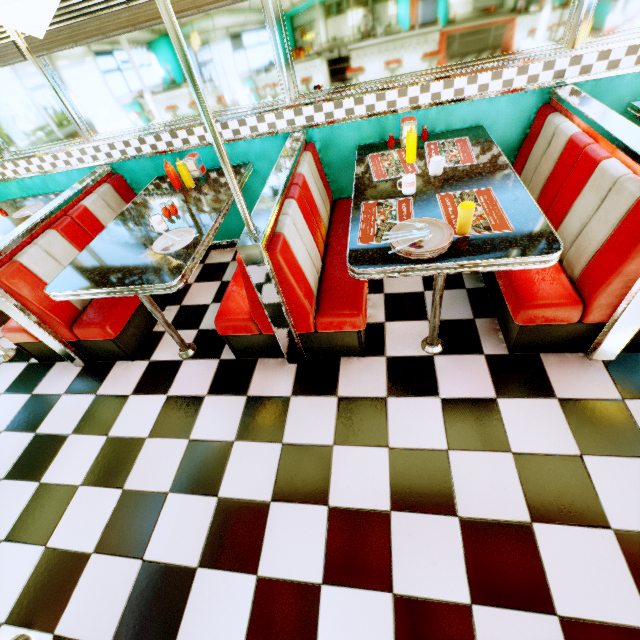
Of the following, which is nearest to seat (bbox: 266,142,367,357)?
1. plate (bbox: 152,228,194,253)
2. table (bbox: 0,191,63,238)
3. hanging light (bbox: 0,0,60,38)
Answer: plate (bbox: 152,228,194,253)

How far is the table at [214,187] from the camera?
2.0 meters

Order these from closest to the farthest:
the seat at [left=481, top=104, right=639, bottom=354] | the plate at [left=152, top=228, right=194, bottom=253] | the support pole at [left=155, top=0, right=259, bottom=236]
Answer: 1. the support pole at [left=155, top=0, right=259, bottom=236]
2. the seat at [left=481, top=104, right=639, bottom=354]
3. the plate at [left=152, top=228, right=194, bottom=253]

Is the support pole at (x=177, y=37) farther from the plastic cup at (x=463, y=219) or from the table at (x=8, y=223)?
the table at (x=8, y=223)

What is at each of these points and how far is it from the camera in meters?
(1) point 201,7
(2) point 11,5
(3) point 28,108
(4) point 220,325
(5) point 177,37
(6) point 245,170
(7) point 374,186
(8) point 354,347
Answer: (1) blinds, 2.2 m
(2) hanging light, 1.4 m
(3) window, 2.9 m
(4) seat, 2.3 m
(5) support pole, 1.1 m
(6) table, 2.9 m
(7) table, 2.2 m
(8) seat, 2.3 m

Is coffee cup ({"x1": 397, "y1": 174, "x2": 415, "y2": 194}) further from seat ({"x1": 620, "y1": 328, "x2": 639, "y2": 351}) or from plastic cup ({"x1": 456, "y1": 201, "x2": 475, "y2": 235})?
seat ({"x1": 620, "y1": 328, "x2": 639, "y2": 351})

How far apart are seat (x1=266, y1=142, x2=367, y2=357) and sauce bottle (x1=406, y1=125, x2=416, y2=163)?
0.6 meters

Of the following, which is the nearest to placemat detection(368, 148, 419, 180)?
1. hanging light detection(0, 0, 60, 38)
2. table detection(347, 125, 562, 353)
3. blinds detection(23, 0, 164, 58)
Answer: table detection(347, 125, 562, 353)
